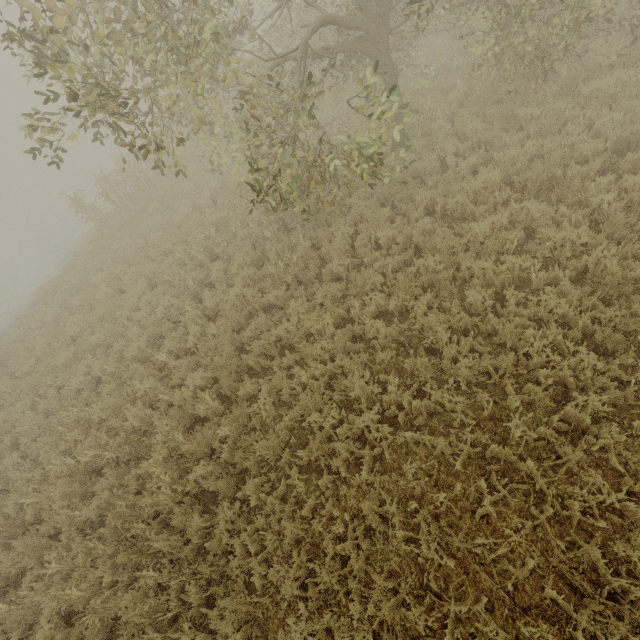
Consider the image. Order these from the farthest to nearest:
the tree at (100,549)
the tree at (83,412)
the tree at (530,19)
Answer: the tree at (83,412) < the tree at (100,549) < the tree at (530,19)

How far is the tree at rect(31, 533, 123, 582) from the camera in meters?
5.3

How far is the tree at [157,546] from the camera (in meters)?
4.90

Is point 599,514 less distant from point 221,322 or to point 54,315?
point 221,322

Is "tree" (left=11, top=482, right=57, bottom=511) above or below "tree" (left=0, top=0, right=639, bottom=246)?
below
